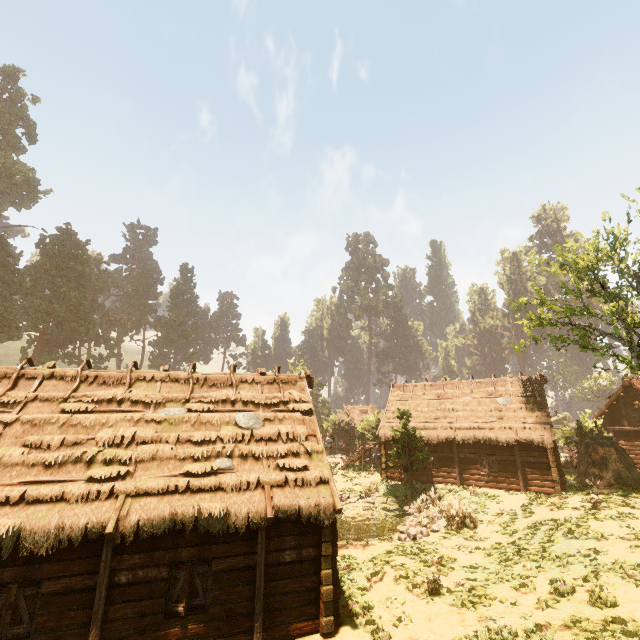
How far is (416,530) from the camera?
17.03m

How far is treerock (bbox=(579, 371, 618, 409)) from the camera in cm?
5634

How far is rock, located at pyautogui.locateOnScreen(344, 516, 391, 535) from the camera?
18.8 meters

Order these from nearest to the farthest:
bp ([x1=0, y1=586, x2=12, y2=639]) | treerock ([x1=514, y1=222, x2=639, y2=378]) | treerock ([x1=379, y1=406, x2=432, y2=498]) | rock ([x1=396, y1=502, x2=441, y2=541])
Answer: bp ([x1=0, y1=586, x2=12, y2=639]) < rock ([x1=396, y1=502, x2=441, y2=541]) < treerock ([x1=514, y1=222, x2=639, y2=378]) < treerock ([x1=379, y1=406, x2=432, y2=498])

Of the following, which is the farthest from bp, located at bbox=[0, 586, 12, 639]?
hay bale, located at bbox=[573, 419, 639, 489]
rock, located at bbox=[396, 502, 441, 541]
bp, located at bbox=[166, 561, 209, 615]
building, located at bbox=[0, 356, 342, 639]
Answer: hay bale, located at bbox=[573, 419, 639, 489]

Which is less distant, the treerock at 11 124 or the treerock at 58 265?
the treerock at 58 265

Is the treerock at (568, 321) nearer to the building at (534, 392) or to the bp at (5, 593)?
the building at (534, 392)

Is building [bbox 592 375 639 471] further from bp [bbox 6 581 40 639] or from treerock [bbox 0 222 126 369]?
bp [bbox 6 581 40 639]
